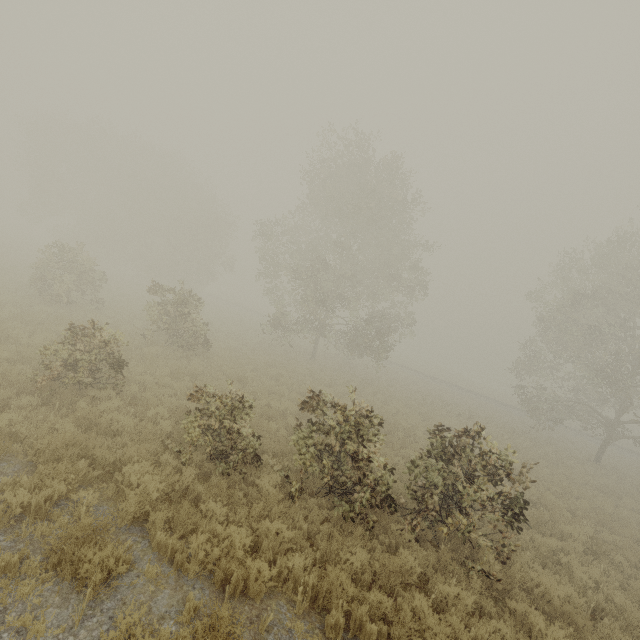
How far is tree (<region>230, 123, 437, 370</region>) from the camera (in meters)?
22.28

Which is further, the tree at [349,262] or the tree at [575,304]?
the tree at [349,262]

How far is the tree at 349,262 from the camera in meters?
22.3 m

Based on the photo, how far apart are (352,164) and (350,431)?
21.24m

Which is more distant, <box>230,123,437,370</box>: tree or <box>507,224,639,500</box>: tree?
<box>230,123,437,370</box>: tree
